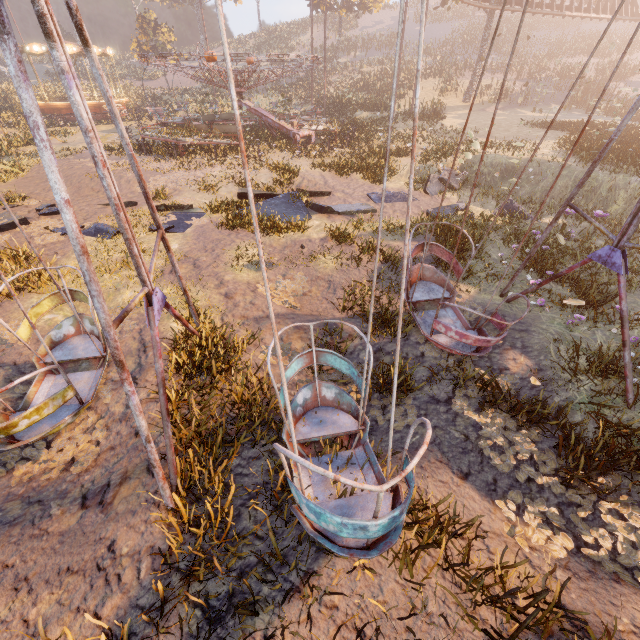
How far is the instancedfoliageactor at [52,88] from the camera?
34.72m

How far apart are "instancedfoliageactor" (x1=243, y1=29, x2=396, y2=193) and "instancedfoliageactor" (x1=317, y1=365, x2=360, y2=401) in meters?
27.7

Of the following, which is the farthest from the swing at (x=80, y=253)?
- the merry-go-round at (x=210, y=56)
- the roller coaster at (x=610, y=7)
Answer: the roller coaster at (x=610, y=7)

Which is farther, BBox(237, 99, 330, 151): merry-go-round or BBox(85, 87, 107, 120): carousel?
BBox(85, 87, 107, 120): carousel

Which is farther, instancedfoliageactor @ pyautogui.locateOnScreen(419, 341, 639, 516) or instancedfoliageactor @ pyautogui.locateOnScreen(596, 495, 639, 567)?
instancedfoliageactor @ pyautogui.locateOnScreen(419, 341, 639, 516)

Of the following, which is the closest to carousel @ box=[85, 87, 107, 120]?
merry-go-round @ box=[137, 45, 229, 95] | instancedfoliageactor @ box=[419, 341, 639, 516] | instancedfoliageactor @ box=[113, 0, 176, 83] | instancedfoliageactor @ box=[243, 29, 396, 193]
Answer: instancedfoliageactor @ box=[113, 0, 176, 83]

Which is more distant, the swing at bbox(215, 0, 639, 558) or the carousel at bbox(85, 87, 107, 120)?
the carousel at bbox(85, 87, 107, 120)

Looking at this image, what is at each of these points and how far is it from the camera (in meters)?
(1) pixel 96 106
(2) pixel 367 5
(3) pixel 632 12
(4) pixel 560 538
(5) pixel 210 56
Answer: (1) carousel, 28.14
(2) tree, 40.84
(3) roller coaster, 28.94
(4) instancedfoliageactor, 3.35
(5) merry-go-round, 14.88
